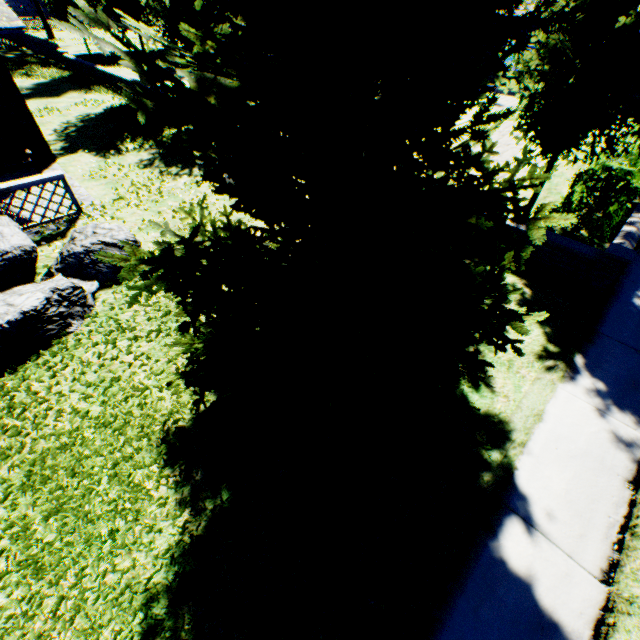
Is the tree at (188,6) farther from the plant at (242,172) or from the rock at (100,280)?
the rock at (100,280)

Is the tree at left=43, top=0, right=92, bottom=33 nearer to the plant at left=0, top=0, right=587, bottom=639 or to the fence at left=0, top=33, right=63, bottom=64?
the fence at left=0, top=33, right=63, bottom=64

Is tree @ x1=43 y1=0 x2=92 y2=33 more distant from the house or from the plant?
the house

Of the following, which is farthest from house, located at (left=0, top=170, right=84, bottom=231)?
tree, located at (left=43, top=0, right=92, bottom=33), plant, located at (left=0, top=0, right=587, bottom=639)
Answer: tree, located at (left=43, top=0, right=92, bottom=33)

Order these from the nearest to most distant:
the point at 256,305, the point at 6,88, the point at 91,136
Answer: the point at 256,305 → the point at 6,88 → the point at 91,136

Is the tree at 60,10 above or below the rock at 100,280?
above

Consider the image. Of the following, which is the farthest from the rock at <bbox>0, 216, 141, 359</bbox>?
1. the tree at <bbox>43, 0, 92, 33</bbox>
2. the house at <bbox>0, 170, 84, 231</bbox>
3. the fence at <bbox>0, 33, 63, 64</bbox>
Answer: the fence at <bbox>0, 33, 63, 64</bbox>

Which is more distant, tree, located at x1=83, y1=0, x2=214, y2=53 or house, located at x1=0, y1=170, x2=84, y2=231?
tree, located at x1=83, y1=0, x2=214, y2=53
